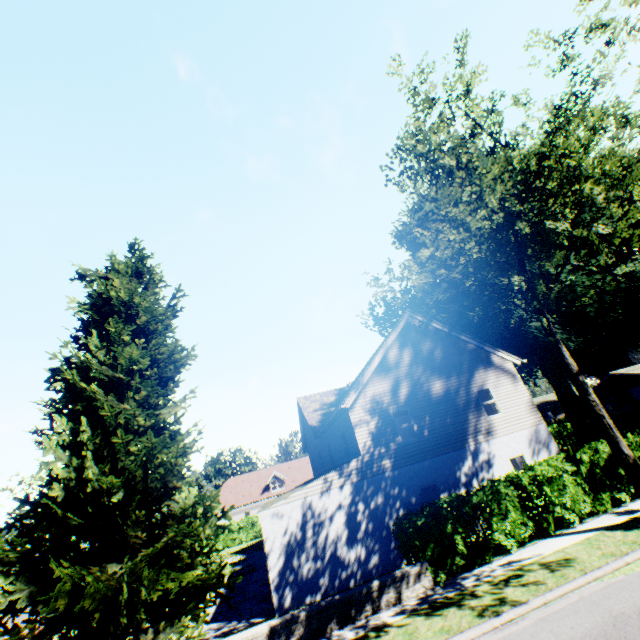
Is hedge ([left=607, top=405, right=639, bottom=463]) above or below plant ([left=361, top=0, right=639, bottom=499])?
below

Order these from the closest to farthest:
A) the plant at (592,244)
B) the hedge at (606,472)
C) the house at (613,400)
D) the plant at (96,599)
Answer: the plant at (96,599) < the plant at (592,244) < the hedge at (606,472) < the house at (613,400)

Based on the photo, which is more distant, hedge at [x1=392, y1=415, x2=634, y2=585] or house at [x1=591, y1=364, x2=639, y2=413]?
house at [x1=591, y1=364, x2=639, y2=413]

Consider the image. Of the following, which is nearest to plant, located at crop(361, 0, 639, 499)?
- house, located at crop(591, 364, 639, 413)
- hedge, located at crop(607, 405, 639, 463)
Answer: house, located at crop(591, 364, 639, 413)

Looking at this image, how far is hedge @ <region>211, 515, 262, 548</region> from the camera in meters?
34.2 m

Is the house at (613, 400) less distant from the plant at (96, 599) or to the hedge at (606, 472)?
the plant at (96, 599)

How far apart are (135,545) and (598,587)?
13.5m
